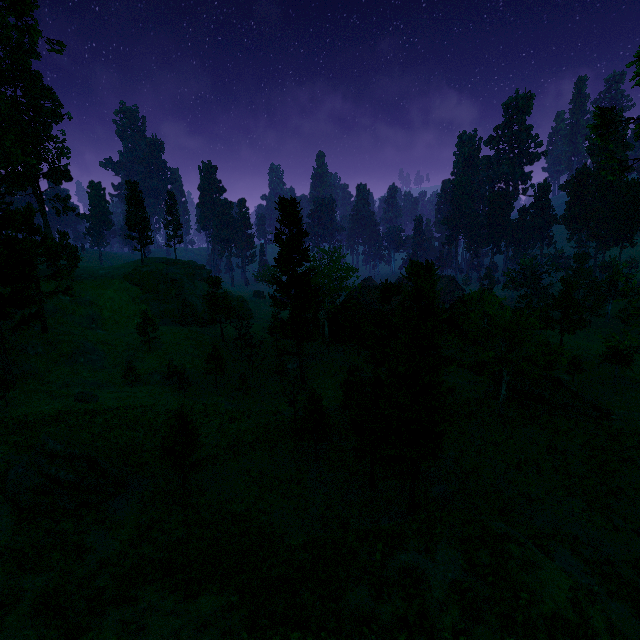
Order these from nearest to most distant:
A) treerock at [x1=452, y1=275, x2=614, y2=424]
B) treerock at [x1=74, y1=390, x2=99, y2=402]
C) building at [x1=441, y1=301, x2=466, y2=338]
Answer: treerock at [x1=452, y1=275, x2=614, y2=424]
treerock at [x1=74, y1=390, x2=99, y2=402]
building at [x1=441, y1=301, x2=466, y2=338]

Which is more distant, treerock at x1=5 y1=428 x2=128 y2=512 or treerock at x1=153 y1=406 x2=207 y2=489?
treerock at x1=153 y1=406 x2=207 y2=489

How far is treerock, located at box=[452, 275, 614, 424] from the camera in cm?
2583

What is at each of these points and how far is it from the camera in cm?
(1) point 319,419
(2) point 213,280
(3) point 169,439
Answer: (1) treerock, 2580
(2) treerock, 5191
(3) treerock, 2233

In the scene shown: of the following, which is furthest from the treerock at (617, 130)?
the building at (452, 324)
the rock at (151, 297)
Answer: the rock at (151, 297)

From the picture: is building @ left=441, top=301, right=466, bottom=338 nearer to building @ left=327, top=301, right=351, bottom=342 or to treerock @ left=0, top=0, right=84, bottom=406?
treerock @ left=0, top=0, right=84, bottom=406

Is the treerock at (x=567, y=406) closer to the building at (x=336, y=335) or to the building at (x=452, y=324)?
the building at (x=452, y=324)
